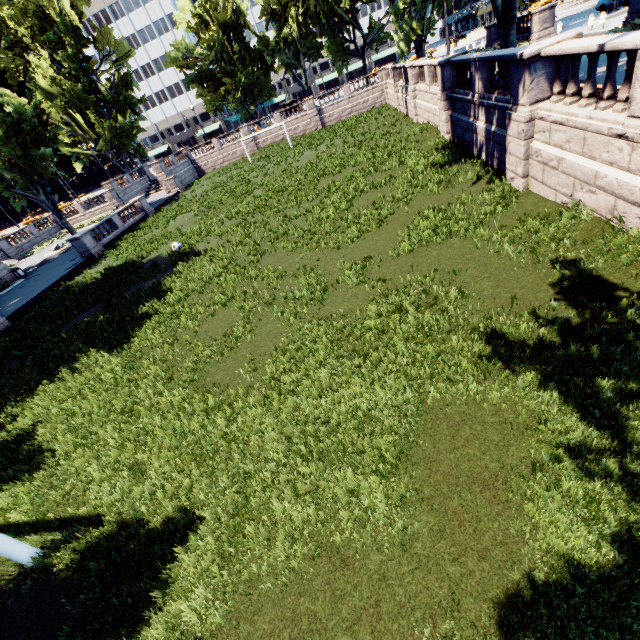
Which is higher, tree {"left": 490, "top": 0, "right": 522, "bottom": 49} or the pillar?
tree {"left": 490, "top": 0, "right": 522, "bottom": 49}

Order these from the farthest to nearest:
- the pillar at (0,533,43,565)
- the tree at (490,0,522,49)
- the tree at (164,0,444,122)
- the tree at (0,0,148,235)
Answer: the tree at (0,0,148,235) → the tree at (164,0,444,122) → the tree at (490,0,522,49) → the pillar at (0,533,43,565)

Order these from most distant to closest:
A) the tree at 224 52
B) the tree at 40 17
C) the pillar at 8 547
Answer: the tree at 40 17 → the tree at 224 52 → the pillar at 8 547

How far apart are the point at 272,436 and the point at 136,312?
10.7 meters

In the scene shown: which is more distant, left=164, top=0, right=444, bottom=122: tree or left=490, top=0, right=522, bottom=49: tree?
left=164, top=0, right=444, bottom=122: tree

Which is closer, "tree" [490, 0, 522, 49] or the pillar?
the pillar

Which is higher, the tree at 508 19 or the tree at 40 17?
the tree at 40 17
